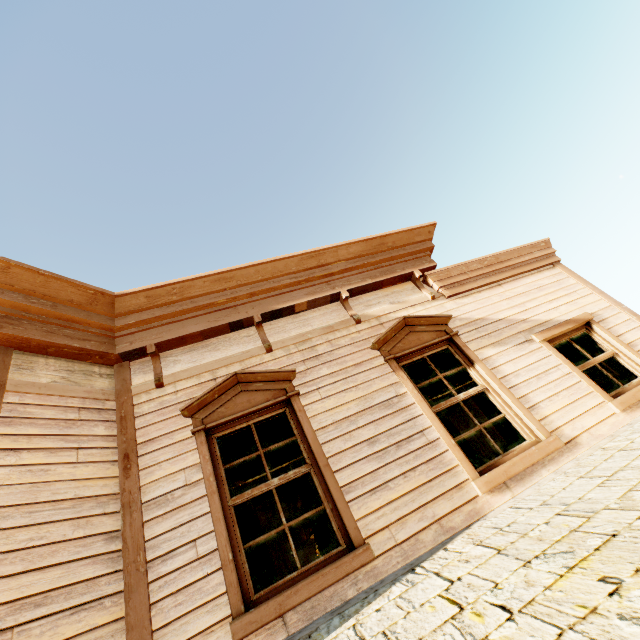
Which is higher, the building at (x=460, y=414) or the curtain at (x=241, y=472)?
the building at (x=460, y=414)

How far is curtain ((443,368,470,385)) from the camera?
4.49m

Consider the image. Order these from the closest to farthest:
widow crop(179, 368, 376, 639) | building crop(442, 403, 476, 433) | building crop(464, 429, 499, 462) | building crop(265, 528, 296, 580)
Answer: widow crop(179, 368, 376, 639), building crop(464, 429, 499, 462), building crop(442, 403, 476, 433), building crop(265, 528, 296, 580)

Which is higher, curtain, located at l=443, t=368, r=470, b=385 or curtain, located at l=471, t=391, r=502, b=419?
curtain, located at l=443, t=368, r=470, b=385

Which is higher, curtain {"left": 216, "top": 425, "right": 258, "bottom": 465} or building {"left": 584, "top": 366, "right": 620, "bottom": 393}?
curtain {"left": 216, "top": 425, "right": 258, "bottom": 465}

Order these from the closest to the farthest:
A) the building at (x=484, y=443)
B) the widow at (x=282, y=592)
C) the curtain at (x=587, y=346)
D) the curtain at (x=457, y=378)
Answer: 1. the widow at (x=282, y=592)
2. the curtain at (x=457, y=378)
3. the curtain at (x=587, y=346)
4. the building at (x=484, y=443)

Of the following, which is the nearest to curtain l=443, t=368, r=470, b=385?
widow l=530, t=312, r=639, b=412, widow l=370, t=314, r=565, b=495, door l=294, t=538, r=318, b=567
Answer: widow l=370, t=314, r=565, b=495

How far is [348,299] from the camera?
5.2m
